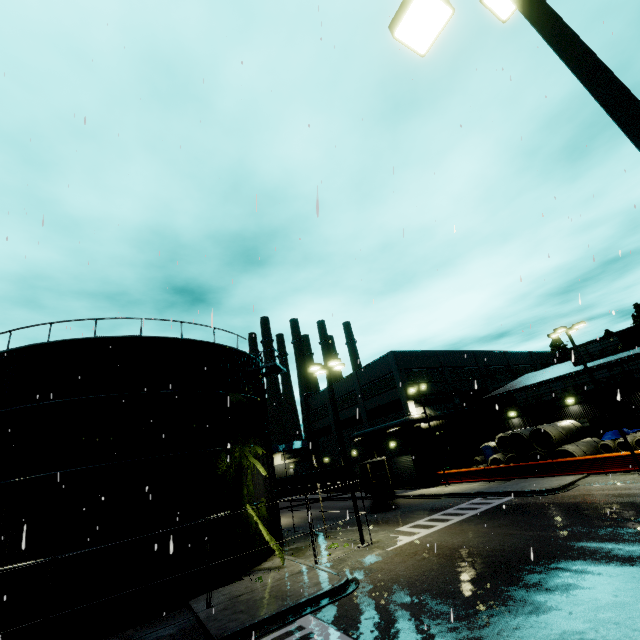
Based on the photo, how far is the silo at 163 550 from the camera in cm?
1219

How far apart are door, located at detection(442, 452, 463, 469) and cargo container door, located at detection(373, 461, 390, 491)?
11.93m

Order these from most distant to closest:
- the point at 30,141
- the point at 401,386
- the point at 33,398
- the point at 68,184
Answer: the point at 401,386 < the point at 33,398 < the point at 68,184 < the point at 30,141

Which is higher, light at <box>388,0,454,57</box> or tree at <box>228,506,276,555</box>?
light at <box>388,0,454,57</box>

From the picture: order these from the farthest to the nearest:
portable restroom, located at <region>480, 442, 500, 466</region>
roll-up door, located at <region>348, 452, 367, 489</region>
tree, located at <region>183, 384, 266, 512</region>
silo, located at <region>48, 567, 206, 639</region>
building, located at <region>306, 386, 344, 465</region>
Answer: building, located at <region>306, 386, 344, 465</region> < roll-up door, located at <region>348, 452, 367, 489</region> < portable restroom, located at <region>480, 442, 500, 466</region> < tree, located at <region>183, 384, 266, 512</region> < silo, located at <region>48, 567, 206, 639</region>

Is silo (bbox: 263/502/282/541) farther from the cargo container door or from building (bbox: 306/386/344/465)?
the cargo container door

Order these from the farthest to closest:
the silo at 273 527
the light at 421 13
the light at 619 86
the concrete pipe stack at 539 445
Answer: the concrete pipe stack at 539 445 < the silo at 273 527 < the light at 421 13 < the light at 619 86

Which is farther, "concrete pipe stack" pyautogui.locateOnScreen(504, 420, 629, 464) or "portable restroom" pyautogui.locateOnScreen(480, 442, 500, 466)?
"portable restroom" pyautogui.locateOnScreen(480, 442, 500, 466)
